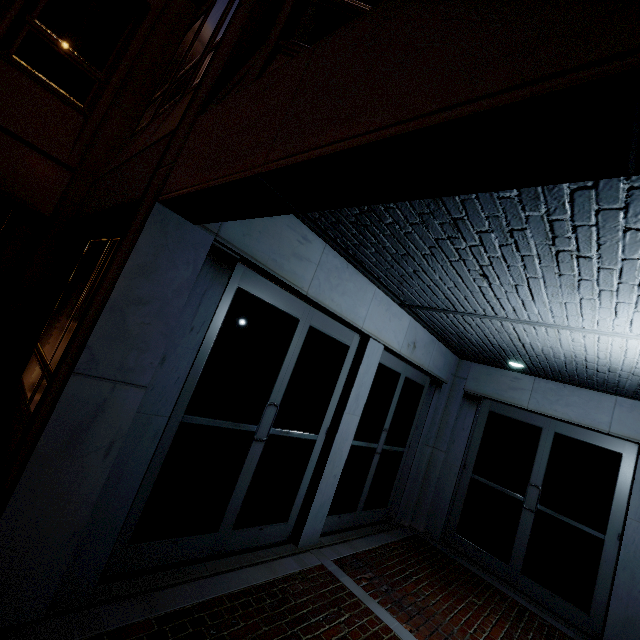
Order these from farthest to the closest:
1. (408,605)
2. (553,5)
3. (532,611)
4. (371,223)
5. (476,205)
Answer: (532,611), (408,605), (371,223), (476,205), (553,5)
